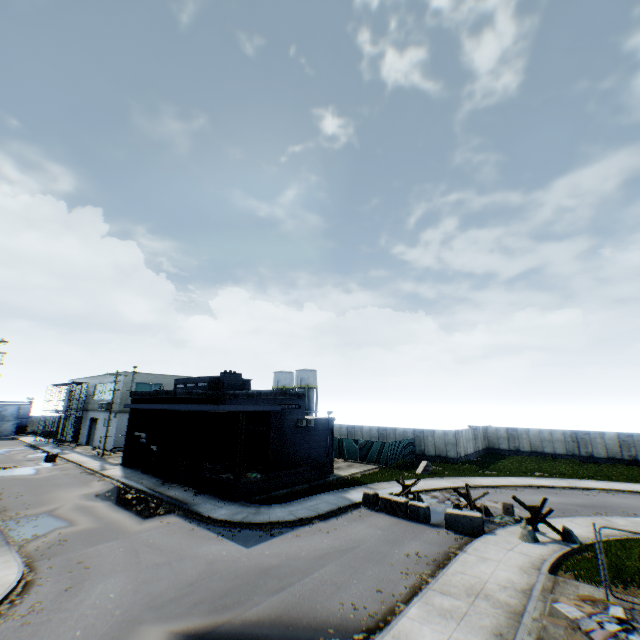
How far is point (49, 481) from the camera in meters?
25.9

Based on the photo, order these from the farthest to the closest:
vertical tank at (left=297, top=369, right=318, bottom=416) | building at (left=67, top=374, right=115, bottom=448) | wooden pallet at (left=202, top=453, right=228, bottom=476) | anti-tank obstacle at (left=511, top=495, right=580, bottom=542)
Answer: vertical tank at (left=297, top=369, right=318, bottom=416) < building at (left=67, top=374, right=115, bottom=448) < wooden pallet at (left=202, top=453, right=228, bottom=476) < anti-tank obstacle at (left=511, top=495, right=580, bottom=542)

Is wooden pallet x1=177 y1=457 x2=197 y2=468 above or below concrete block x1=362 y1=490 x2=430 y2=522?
above

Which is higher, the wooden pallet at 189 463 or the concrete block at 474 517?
the wooden pallet at 189 463

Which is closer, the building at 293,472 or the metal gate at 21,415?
the building at 293,472

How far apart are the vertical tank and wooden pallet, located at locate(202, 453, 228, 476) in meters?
33.6 m

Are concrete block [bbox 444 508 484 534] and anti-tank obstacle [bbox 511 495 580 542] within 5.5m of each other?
yes

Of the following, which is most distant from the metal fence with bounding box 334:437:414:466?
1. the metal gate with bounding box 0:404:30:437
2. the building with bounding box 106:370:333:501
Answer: the metal gate with bounding box 0:404:30:437
